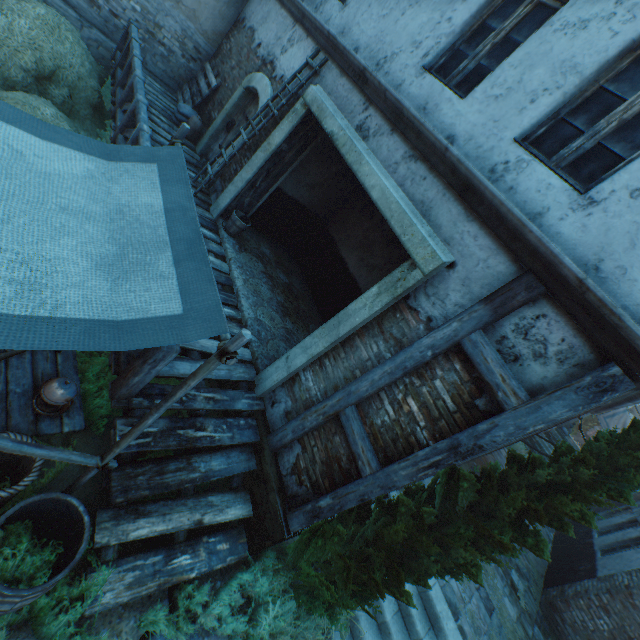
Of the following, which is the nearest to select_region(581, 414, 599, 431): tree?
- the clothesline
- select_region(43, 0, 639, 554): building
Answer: select_region(43, 0, 639, 554): building

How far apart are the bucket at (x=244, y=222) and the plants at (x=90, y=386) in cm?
381

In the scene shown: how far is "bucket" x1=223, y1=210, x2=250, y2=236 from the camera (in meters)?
6.68

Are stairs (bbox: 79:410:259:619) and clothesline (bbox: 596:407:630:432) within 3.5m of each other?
no

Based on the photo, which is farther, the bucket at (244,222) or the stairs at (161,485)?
the bucket at (244,222)

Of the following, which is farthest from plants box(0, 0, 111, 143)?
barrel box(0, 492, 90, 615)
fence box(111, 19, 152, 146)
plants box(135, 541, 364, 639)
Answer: plants box(135, 541, 364, 639)

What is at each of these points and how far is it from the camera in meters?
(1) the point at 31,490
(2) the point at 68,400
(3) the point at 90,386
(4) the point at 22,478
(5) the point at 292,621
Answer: (1) plants, 3.0
(2) lantern, 2.9
(3) plants, 3.9
(4) wicker basket, 2.6
(5) plants, 3.9

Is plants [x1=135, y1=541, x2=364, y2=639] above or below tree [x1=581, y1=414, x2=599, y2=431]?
below
